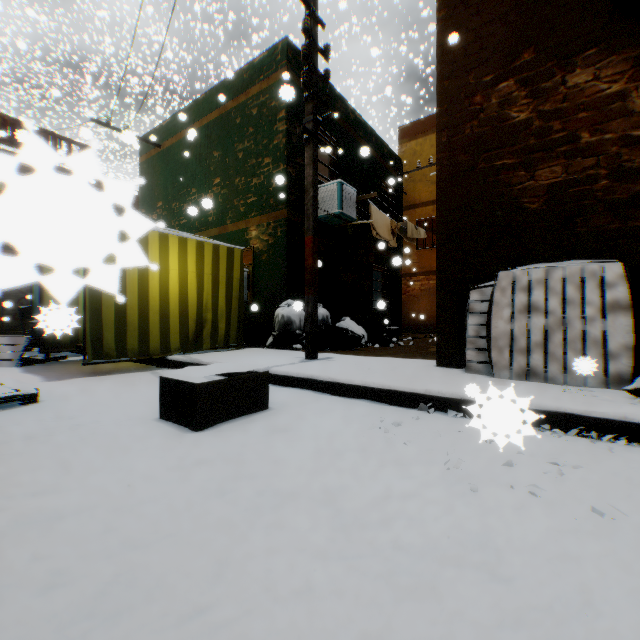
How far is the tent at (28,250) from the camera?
0.18m

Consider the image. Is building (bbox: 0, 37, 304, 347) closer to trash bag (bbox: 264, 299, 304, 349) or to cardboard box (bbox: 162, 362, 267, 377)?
trash bag (bbox: 264, 299, 304, 349)

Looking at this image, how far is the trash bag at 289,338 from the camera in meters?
6.7 m

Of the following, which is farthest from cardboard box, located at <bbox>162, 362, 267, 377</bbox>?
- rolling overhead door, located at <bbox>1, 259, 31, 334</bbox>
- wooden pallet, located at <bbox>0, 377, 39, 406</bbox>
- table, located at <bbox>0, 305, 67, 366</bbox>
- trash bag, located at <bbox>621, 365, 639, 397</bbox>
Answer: rolling overhead door, located at <bbox>1, 259, 31, 334</bbox>

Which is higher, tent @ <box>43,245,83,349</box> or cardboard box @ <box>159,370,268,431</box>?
tent @ <box>43,245,83,349</box>

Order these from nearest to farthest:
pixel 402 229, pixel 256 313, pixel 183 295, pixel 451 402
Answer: pixel 451 402, pixel 183 295, pixel 256 313, pixel 402 229

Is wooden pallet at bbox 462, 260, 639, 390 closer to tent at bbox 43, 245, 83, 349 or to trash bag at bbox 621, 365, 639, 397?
trash bag at bbox 621, 365, 639, 397

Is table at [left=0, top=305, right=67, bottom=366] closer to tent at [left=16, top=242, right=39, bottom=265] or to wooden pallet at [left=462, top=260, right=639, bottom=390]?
tent at [left=16, top=242, right=39, bottom=265]
